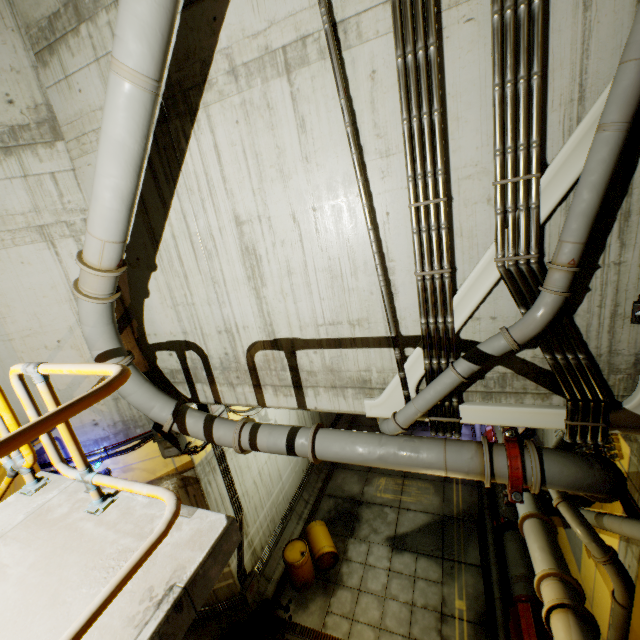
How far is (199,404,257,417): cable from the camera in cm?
791

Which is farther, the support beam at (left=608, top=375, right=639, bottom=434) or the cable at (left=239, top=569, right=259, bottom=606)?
the cable at (left=239, top=569, right=259, bottom=606)

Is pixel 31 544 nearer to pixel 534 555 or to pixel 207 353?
pixel 207 353

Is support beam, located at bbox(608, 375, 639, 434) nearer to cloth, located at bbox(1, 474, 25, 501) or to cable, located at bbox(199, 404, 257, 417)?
cable, located at bbox(199, 404, 257, 417)

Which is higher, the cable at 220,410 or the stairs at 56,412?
the stairs at 56,412

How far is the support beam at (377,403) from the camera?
4.8m

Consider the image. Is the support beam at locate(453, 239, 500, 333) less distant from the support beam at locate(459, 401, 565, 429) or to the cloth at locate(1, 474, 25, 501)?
the support beam at locate(459, 401, 565, 429)

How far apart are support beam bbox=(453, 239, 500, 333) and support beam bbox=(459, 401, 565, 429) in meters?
1.1 m
